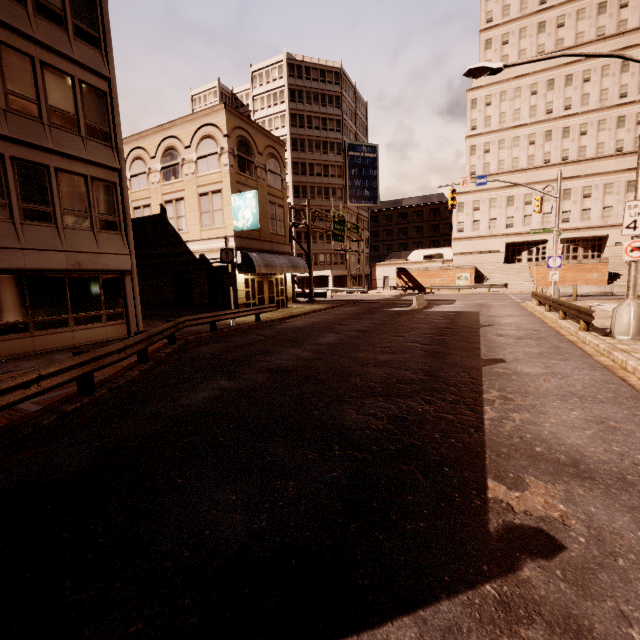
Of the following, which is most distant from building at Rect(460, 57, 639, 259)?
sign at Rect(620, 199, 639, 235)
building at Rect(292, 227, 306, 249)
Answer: sign at Rect(620, 199, 639, 235)

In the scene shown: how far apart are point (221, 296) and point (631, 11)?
66.8 meters

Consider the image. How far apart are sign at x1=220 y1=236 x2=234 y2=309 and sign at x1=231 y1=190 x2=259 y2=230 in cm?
354

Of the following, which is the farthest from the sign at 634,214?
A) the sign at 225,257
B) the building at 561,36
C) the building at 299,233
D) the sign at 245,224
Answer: the building at 561,36

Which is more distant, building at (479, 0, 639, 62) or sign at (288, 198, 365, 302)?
building at (479, 0, 639, 62)

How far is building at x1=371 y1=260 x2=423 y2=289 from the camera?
56.8m

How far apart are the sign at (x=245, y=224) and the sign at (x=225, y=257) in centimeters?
354cm

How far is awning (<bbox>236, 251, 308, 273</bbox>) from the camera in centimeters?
2081cm
